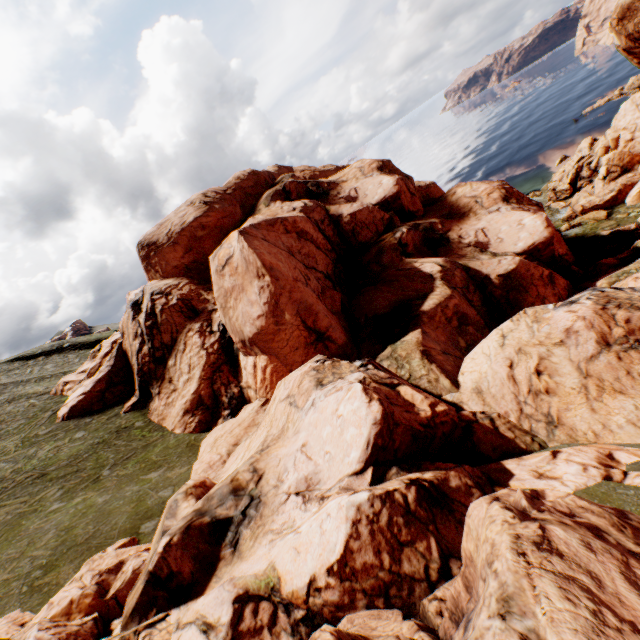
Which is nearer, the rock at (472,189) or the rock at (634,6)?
the rock at (472,189)

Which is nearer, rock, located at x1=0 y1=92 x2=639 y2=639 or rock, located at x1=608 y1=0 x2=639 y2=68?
rock, located at x1=0 y1=92 x2=639 y2=639

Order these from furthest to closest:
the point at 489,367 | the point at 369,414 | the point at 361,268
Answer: the point at 361,268, the point at 489,367, the point at 369,414
